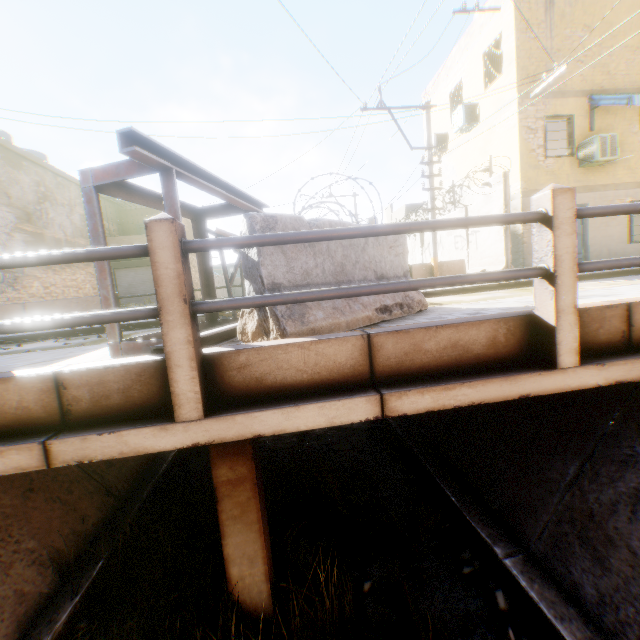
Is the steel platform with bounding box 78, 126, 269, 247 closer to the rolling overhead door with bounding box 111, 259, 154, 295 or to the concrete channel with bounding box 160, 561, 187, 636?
the concrete channel with bounding box 160, 561, 187, 636

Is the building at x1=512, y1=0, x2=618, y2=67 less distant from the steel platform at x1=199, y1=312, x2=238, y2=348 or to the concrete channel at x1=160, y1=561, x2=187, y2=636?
the concrete channel at x1=160, y1=561, x2=187, y2=636

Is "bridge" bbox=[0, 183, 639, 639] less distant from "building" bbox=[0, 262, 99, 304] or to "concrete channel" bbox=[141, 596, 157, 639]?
"concrete channel" bbox=[141, 596, 157, 639]

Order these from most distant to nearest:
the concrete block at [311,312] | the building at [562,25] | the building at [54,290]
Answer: the building at [54,290]
the building at [562,25]
the concrete block at [311,312]

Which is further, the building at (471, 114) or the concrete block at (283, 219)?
the building at (471, 114)

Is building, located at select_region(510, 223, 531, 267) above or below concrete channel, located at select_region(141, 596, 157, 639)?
above

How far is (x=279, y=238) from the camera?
1.99m

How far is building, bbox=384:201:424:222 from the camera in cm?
2769
